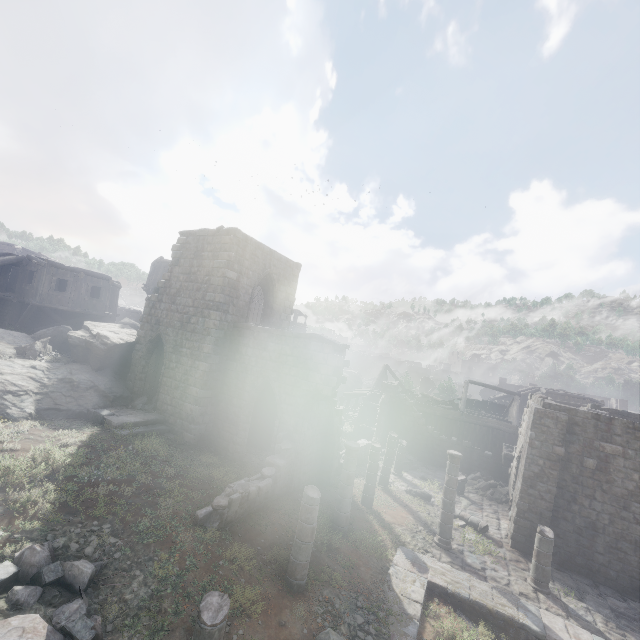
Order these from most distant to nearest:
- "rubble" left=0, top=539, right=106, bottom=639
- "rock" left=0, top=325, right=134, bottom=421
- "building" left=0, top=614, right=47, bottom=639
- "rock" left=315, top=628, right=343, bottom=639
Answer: "rock" left=0, top=325, right=134, bottom=421, "rock" left=315, top=628, right=343, bottom=639, "rubble" left=0, top=539, right=106, bottom=639, "building" left=0, top=614, right=47, bottom=639

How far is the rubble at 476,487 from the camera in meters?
20.0

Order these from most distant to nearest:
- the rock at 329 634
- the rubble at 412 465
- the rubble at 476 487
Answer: the rubble at 412 465 → the rubble at 476 487 → the rock at 329 634

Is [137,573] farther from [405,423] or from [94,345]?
[405,423]

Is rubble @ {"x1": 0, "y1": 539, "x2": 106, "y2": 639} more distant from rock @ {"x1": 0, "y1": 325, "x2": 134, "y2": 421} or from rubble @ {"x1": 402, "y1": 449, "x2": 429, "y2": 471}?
rubble @ {"x1": 402, "y1": 449, "x2": 429, "y2": 471}

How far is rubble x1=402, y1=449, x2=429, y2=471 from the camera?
23.1 meters

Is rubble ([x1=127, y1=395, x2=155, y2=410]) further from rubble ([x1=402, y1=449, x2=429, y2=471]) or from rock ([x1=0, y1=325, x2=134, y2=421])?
rubble ([x1=402, y1=449, x2=429, y2=471])

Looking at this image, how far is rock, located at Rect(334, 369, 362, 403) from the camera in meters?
50.2 m
